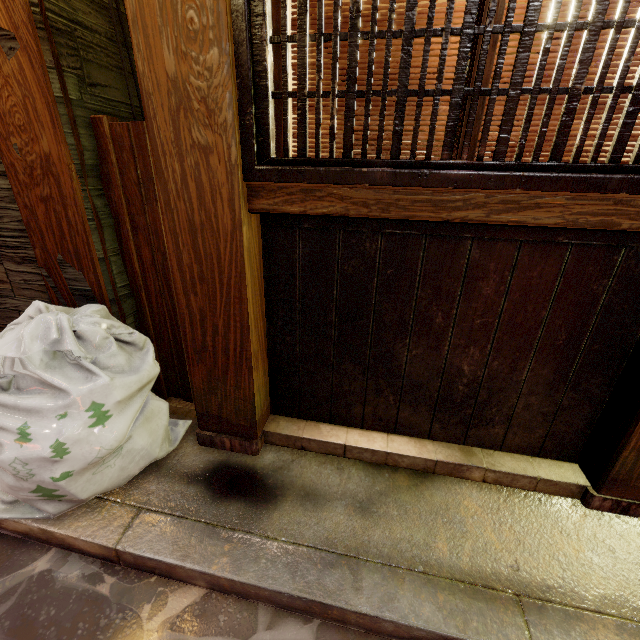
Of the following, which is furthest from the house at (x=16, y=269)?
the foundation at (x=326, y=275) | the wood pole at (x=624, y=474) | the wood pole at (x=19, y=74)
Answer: the wood pole at (x=624, y=474)

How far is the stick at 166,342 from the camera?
3.19m

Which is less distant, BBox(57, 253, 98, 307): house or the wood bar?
the wood bar

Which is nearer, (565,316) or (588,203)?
(588,203)

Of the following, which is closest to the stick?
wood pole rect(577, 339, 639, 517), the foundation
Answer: the foundation

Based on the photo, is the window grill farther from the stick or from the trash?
the trash

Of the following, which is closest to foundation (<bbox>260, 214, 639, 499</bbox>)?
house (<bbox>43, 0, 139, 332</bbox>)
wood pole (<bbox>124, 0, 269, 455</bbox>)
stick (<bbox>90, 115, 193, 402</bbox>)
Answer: wood pole (<bbox>124, 0, 269, 455</bbox>)

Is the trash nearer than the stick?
Yes
